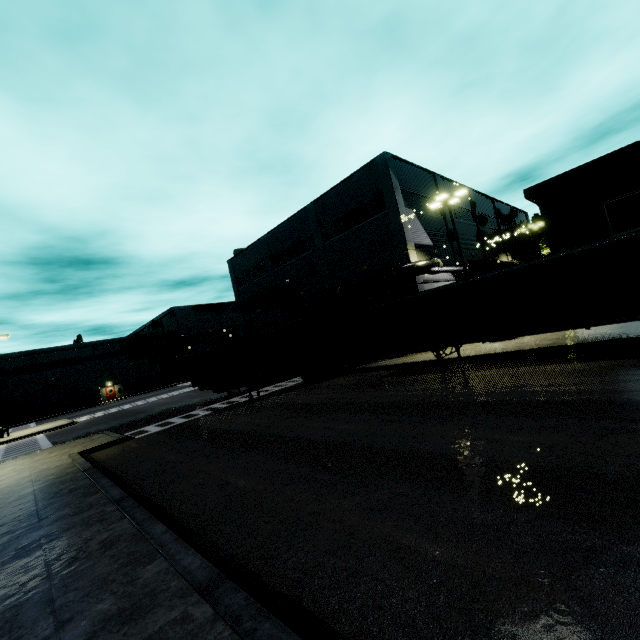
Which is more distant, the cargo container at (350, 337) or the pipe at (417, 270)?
the pipe at (417, 270)

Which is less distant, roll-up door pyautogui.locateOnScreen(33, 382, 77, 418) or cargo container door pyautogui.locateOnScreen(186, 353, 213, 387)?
cargo container door pyautogui.locateOnScreen(186, 353, 213, 387)

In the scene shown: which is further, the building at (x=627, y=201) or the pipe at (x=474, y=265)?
the pipe at (x=474, y=265)

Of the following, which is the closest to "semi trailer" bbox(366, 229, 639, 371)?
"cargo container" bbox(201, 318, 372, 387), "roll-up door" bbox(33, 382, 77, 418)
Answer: "cargo container" bbox(201, 318, 372, 387)

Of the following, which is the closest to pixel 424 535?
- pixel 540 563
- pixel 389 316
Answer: pixel 540 563

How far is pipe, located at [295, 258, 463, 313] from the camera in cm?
2214

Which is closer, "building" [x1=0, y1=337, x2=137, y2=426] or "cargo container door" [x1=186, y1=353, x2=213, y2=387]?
"cargo container door" [x1=186, y1=353, x2=213, y2=387]

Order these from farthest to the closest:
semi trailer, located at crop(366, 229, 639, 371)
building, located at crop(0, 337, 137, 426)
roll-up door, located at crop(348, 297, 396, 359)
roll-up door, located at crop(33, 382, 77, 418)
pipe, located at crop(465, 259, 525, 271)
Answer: roll-up door, located at crop(33, 382, 77, 418) → building, located at crop(0, 337, 137, 426) → pipe, located at crop(465, 259, 525, 271) → roll-up door, located at crop(348, 297, 396, 359) → semi trailer, located at crop(366, 229, 639, 371)
